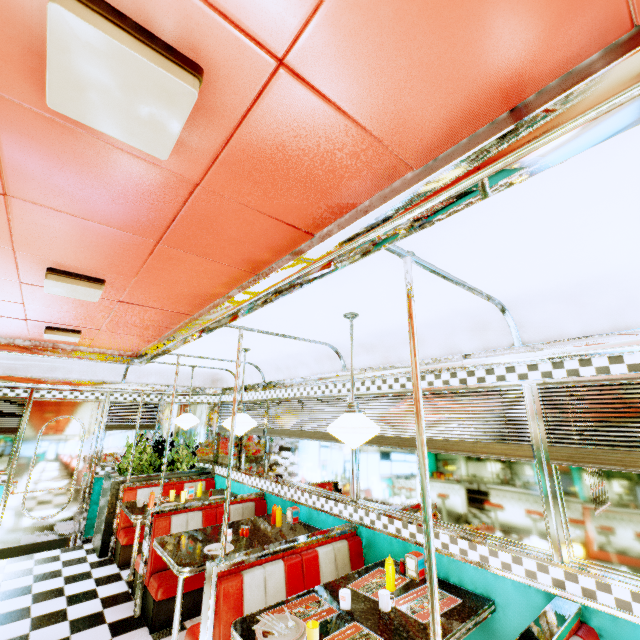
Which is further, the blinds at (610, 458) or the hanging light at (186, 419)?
the hanging light at (186, 419)

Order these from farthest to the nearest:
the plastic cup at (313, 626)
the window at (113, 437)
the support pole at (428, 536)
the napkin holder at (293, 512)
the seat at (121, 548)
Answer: the window at (113, 437) → the seat at (121, 548) → the napkin holder at (293, 512) → the plastic cup at (313, 626) → the support pole at (428, 536)

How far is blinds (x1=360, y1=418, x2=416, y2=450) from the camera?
3.23m

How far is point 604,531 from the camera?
2.1 meters

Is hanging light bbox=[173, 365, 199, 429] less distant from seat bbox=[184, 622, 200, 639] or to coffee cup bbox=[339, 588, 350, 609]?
seat bbox=[184, 622, 200, 639]

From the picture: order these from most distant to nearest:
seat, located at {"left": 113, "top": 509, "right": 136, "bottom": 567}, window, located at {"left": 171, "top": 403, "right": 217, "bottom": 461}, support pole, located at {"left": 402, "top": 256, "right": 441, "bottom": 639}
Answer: window, located at {"left": 171, "top": 403, "right": 217, "bottom": 461} → seat, located at {"left": 113, "top": 509, "right": 136, "bottom": 567} → support pole, located at {"left": 402, "top": 256, "right": 441, "bottom": 639}

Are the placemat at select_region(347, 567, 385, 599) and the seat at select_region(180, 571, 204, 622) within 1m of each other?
no

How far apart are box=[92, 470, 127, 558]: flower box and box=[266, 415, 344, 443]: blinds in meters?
2.2
